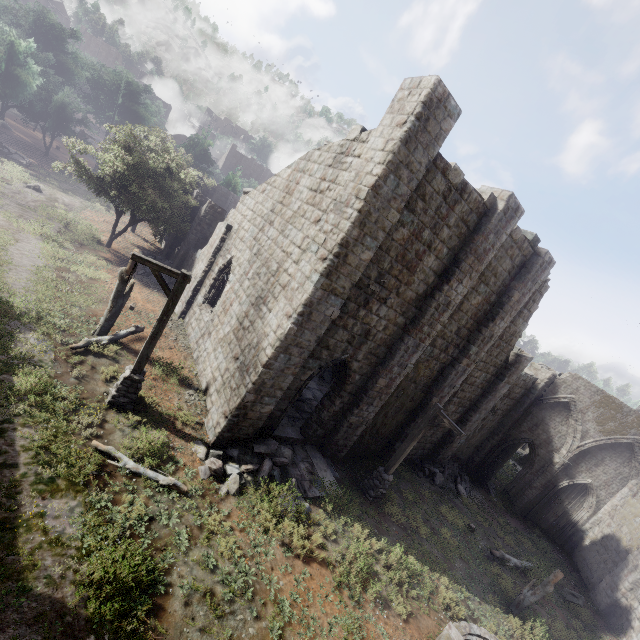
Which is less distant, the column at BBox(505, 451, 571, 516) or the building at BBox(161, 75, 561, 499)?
the building at BBox(161, 75, 561, 499)

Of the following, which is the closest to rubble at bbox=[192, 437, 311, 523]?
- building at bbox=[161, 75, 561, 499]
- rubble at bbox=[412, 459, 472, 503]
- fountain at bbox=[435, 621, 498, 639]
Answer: building at bbox=[161, 75, 561, 499]

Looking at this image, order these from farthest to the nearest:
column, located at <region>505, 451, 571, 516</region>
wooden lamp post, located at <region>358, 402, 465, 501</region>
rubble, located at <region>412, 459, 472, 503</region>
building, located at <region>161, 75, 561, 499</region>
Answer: column, located at <region>505, 451, 571, 516</region> → rubble, located at <region>412, 459, 472, 503</region> → wooden lamp post, located at <region>358, 402, 465, 501</region> → building, located at <region>161, 75, 561, 499</region>

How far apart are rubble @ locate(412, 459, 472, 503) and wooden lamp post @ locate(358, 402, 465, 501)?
6.44m

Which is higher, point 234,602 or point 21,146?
point 234,602

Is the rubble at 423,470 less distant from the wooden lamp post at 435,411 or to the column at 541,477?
the column at 541,477

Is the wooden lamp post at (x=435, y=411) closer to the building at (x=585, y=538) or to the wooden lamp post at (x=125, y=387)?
the building at (x=585, y=538)

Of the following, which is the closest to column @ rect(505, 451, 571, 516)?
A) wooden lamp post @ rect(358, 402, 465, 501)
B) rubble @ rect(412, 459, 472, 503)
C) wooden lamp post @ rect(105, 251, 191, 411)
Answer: rubble @ rect(412, 459, 472, 503)
